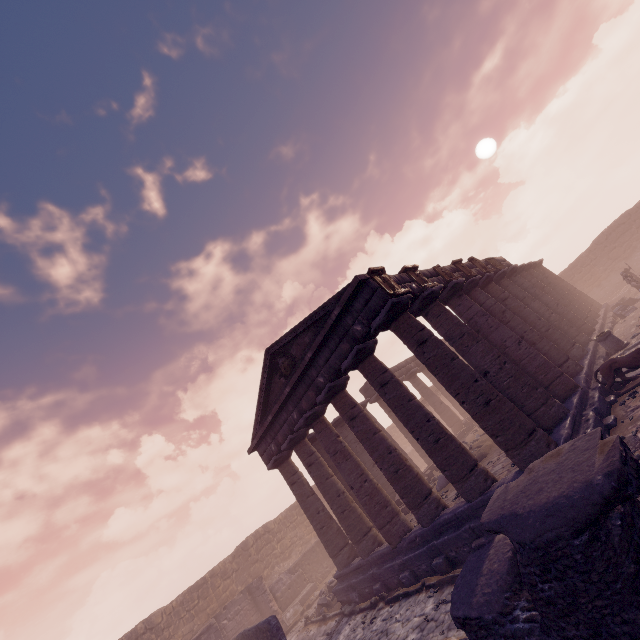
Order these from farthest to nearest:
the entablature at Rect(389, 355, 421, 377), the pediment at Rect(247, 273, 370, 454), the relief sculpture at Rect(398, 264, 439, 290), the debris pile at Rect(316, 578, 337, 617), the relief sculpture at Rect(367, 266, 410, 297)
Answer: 1. the entablature at Rect(389, 355, 421, 377)
2. the debris pile at Rect(316, 578, 337, 617)
3. the relief sculpture at Rect(398, 264, 439, 290)
4. the pediment at Rect(247, 273, 370, 454)
5. the relief sculpture at Rect(367, 266, 410, 297)

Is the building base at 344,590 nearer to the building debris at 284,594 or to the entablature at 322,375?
the entablature at 322,375

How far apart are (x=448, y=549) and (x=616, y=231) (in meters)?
33.08

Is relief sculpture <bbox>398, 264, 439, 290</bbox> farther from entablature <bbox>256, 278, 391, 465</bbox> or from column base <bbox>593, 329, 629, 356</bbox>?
column base <bbox>593, 329, 629, 356</bbox>

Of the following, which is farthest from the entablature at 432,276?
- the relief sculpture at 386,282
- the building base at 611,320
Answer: the building base at 611,320

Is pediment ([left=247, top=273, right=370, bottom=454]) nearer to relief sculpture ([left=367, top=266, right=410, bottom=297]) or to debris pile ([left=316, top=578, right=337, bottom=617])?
relief sculpture ([left=367, top=266, right=410, bottom=297])

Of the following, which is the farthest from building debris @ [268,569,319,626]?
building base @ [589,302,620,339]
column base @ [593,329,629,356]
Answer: column base @ [593,329,629,356]

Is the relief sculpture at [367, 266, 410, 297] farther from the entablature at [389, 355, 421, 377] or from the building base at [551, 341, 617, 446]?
the building base at [551, 341, 617, 446]
